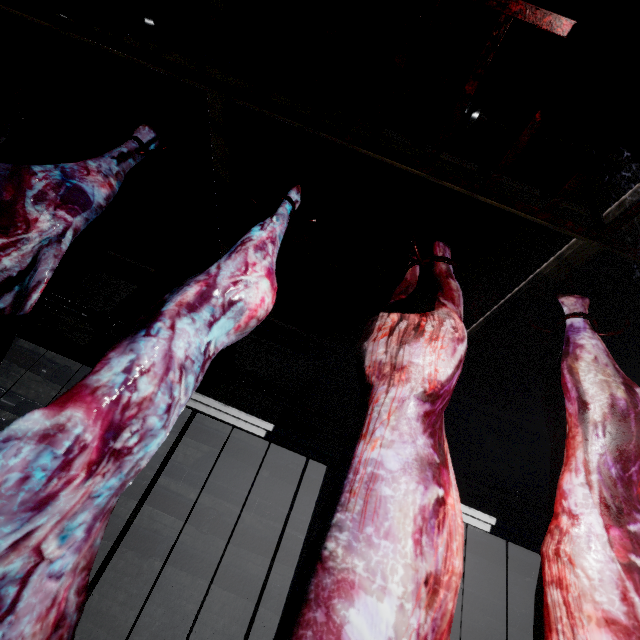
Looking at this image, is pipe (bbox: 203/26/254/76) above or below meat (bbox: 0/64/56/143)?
above

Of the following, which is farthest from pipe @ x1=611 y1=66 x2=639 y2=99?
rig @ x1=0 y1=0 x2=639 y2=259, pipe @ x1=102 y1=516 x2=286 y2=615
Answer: pipe @ x1=102 y1=516 x2=286 y2=615

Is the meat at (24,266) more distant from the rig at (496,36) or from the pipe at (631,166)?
the pipe at (631,166)

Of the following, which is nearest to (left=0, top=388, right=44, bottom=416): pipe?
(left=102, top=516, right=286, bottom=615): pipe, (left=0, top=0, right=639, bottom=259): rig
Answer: (left=102, top=516, right=286, bottom=615): pipe

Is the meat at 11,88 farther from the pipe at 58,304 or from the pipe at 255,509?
the pipe at 255,509

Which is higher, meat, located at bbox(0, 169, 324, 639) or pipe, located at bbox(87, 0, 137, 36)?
pipe, located at bbox(87, 0, 137, 36)

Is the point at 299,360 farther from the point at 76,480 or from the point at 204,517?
the point at 76,480
